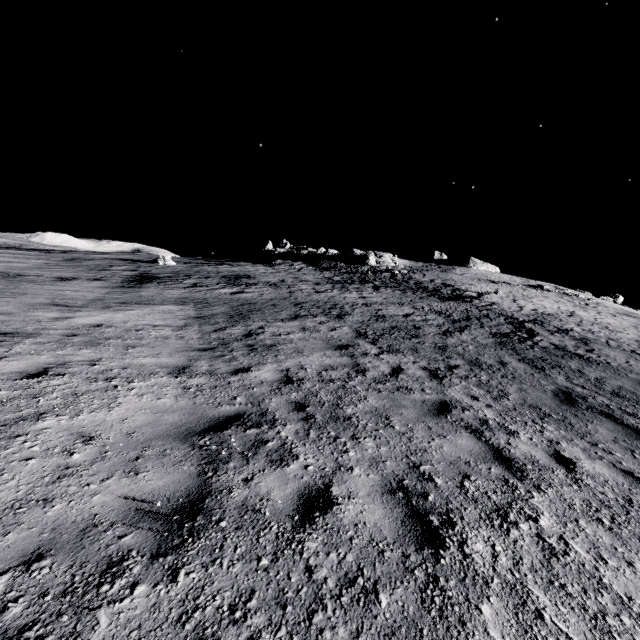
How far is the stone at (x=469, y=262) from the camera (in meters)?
55.72

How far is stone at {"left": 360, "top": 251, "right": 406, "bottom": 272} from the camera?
41.7m

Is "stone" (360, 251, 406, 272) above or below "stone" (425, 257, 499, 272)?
below

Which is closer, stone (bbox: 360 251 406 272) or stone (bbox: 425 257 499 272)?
stone (bbox: 360 251 406 272)

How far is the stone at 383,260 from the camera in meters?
41.7

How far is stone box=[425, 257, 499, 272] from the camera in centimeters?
5572cm

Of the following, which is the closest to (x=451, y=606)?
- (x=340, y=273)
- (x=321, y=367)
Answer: (x=321, y=367)
